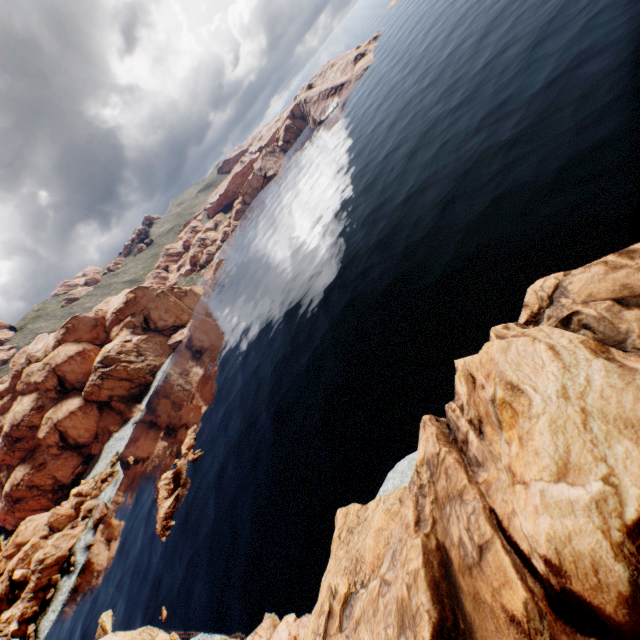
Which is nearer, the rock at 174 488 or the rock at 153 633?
the rock at 153 633

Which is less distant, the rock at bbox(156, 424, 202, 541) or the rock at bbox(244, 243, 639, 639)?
the rock at bbox(244, 243, 639, 639)

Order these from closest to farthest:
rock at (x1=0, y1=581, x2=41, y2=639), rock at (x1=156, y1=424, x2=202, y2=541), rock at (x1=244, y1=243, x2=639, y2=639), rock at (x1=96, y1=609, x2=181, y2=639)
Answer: rock at (x1=244, y1=243, x2=639, y2=639) → rock at (x1=96, y1=609, x2=181, y2=639) → rock at (x1=156, y1=424, x2=202, y2=541) → rock at (x1=0, y1=581, x2=41, y2=639)

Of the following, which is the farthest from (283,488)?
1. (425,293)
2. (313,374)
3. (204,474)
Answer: (425,293)

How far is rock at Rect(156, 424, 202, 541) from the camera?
45.7 meters

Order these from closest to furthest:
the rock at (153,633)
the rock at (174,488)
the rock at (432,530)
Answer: the rock at (432,530)
the rock at (153,633)
the rock at (174,488)

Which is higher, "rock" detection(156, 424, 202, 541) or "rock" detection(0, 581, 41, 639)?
"rock" detection(0, 581, 41, 639)
